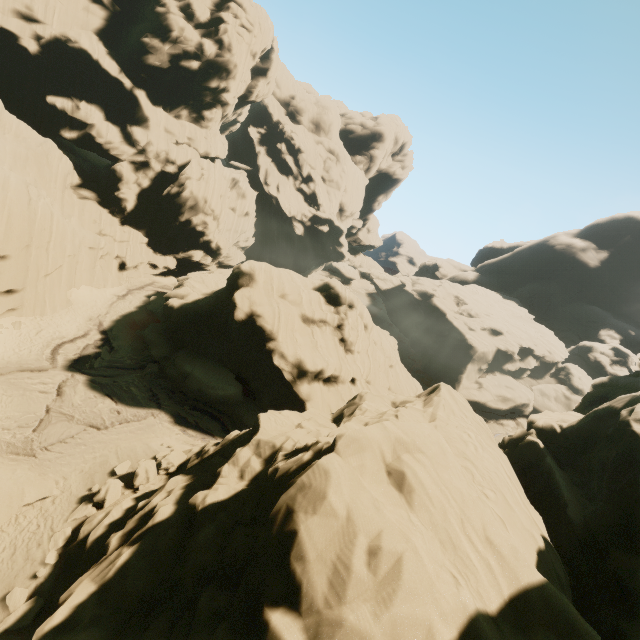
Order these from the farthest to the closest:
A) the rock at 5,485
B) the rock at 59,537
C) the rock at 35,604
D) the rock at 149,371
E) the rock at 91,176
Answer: the rock at 149,371
the rock at 5,485
the rock at 59,537
the rock at 35,604
the rock at 91,176

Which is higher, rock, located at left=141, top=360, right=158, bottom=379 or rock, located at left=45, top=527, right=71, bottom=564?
rock, located at left=45, top=527, right=71, bottom=564

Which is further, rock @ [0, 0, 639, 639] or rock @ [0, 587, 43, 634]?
rock @ [0, 587, 43, 634]

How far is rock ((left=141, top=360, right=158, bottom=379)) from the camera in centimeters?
2539cm

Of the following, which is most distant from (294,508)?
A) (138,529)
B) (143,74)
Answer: (143,74)

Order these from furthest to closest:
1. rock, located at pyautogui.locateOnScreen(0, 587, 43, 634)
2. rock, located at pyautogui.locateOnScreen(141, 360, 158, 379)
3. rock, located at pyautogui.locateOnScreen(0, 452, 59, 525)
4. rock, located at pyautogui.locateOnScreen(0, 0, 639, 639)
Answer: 1. rock, located at pyautogui.locateOnScreen(141, 360, 158, 379)
2. rock, located at pyautogui.locateOnScreen(0, 452, 59, 525)
3. rock, located at pyautogui.locateOnScreen(0, 587, 43, 634)
4. rock, located at pyautogui.locateOnScreen(0, 0, 639, 639)

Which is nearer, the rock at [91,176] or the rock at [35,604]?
the rock at [91,176]
